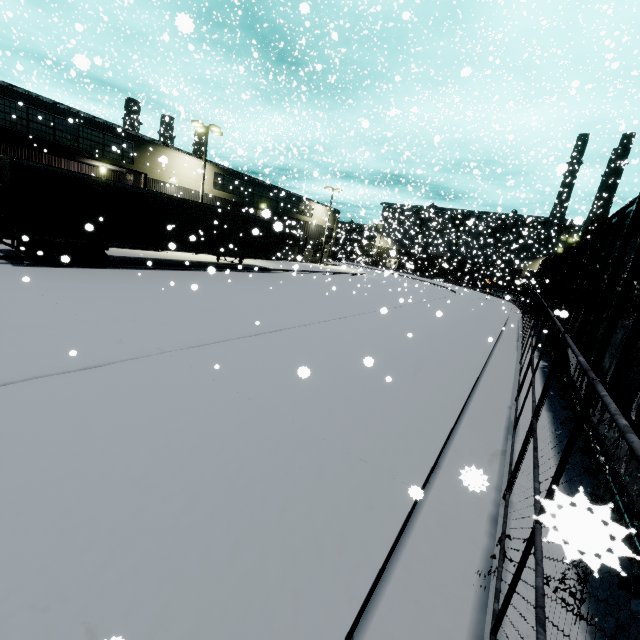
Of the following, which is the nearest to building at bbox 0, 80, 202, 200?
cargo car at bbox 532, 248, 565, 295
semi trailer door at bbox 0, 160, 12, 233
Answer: cargo car at bbox 532, 248, 565, 295

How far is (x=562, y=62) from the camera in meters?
34.3

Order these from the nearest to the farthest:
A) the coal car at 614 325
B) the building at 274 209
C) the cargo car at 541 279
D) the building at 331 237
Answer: the coal car at 614 325 → the cargo car at 541 279 → the building at 274 209 → the building at 331 237

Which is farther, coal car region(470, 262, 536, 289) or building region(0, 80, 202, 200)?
coal car region(470, 262, 536, 289)

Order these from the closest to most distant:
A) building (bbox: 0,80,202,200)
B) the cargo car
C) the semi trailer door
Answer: the semi trailer door < building (bbox: 0,80,202,200) < the cargo car

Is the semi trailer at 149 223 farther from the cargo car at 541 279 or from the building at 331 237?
the cargo car at 541 279

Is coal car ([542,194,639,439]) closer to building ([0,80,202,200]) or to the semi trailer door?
building ([0,80,202,200])
